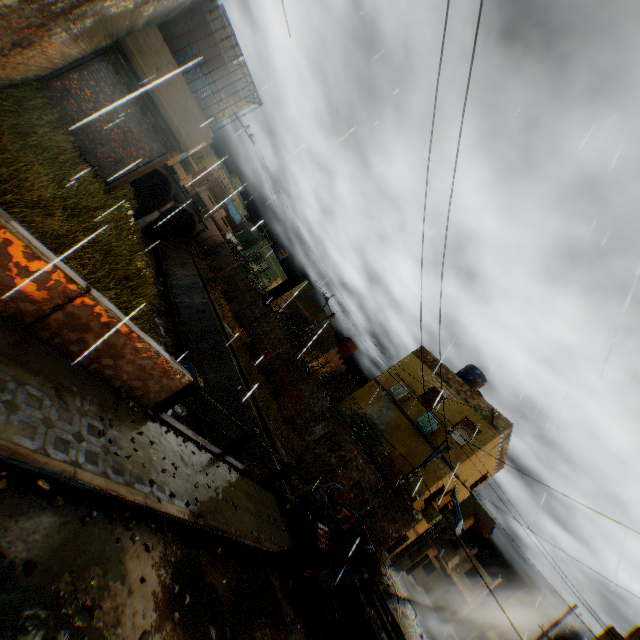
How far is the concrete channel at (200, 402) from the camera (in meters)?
15.20

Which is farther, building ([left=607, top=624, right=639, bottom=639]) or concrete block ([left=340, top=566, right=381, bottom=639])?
building ([left=607, top=624, right=639, bottom=639])

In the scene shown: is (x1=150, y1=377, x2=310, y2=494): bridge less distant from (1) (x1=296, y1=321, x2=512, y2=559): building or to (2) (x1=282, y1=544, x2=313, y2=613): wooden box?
(2) (x1=282, y1=544, x2=313, y2=613): wooden box

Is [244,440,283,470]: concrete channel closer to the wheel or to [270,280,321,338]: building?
[270,280,321,338]: building

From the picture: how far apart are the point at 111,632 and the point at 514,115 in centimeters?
1265cm

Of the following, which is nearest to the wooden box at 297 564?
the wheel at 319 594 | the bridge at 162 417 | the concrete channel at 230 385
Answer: the wheel at 319 594

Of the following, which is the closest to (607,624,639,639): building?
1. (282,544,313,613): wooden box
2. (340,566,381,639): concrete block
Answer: (340,566,381,639): concrete block

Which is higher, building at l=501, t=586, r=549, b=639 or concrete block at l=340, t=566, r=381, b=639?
building at l=501, t=586, r=549, b=639
